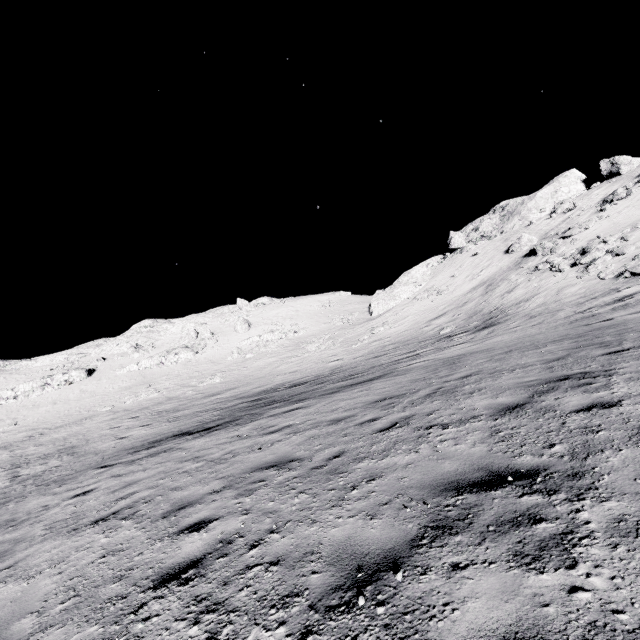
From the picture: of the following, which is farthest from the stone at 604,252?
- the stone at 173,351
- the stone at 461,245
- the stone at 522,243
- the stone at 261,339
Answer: the stone at 173,351

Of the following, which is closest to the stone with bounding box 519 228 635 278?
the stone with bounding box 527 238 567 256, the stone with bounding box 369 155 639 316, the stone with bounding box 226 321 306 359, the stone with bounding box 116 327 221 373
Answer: the stone with bounding box 527 238 567 256

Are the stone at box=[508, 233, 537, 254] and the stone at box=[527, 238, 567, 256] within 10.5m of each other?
yes

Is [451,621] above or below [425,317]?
below

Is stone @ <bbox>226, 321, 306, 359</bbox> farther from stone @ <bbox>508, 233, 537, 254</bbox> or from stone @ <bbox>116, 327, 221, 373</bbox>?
stone @ <bbox>508, 233, 537, 254</bbox>

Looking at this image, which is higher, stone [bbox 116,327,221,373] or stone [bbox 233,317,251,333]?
stone [bbox 233,317,251,333]

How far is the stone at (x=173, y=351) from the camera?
48.3m

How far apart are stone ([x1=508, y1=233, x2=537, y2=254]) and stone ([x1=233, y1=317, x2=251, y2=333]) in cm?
4003
